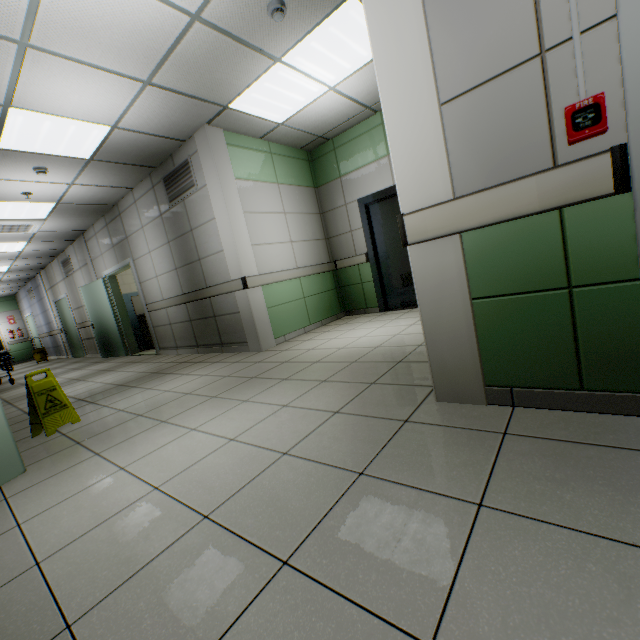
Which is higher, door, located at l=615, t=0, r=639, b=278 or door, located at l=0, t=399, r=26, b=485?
door, located at l=615, t=0, r=639, b=278

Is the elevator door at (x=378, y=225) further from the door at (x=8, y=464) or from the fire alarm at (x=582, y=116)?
the door at (x=8, y=464)

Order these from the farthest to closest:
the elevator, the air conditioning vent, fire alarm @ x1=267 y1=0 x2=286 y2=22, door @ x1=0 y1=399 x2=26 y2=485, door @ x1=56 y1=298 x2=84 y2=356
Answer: door @ x1=56 y1=298 x2=84 y2=356, the air conditioning vent, the elevator, fire alarm @ x1=267 y1=0 x2=286 y2=22, door @ x1=0 y1=399 x2=26 y2=485

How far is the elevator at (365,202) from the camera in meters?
5.5

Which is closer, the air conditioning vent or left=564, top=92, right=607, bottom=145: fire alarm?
left=564, top=92, right=607, bottom=145: fire alarm

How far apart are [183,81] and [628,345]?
4.4m

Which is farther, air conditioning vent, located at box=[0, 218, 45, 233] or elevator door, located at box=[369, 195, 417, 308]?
air conditioning vent, located at box=[0, 218, 45, 233]

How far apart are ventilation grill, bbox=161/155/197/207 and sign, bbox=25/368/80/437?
3.15m
